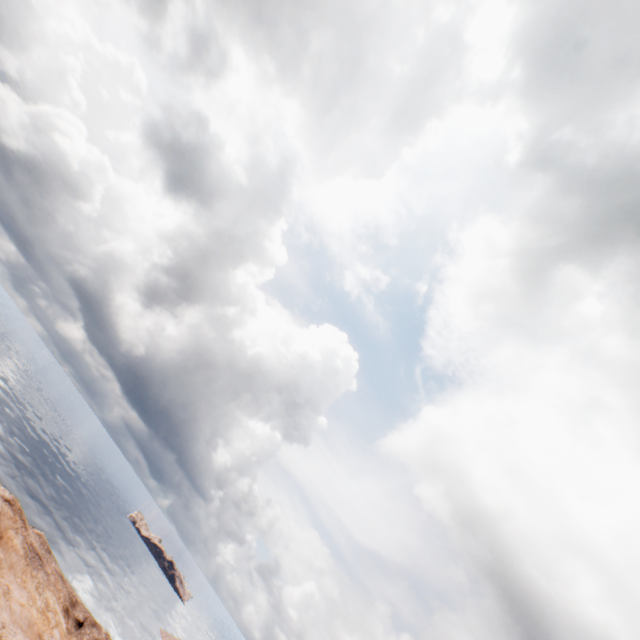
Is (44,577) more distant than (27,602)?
Yes
